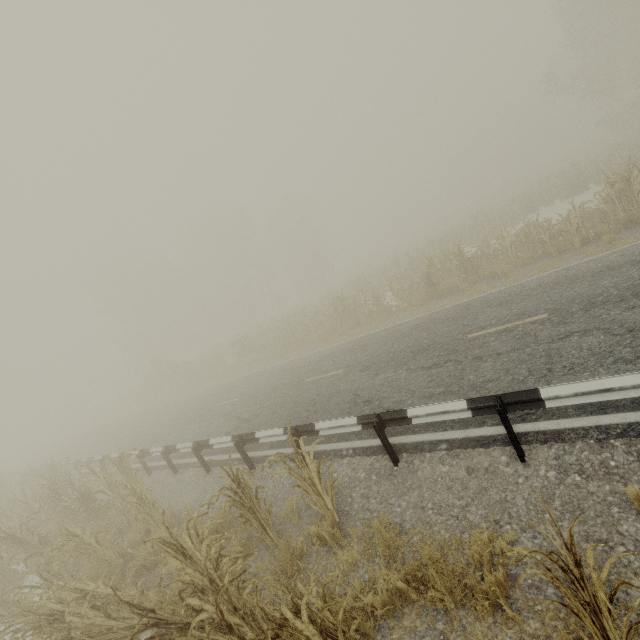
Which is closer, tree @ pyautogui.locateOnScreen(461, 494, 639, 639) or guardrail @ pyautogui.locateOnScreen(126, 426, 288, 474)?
tree @ pyautogui.locateOnScreen(461, 494, 639, 639)

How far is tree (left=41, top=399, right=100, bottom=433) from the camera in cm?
5594

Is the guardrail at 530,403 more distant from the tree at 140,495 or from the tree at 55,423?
the tree at 55,423

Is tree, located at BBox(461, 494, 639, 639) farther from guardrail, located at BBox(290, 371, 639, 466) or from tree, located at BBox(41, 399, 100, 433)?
tree, located at BBox(41, 399, 100, 433)

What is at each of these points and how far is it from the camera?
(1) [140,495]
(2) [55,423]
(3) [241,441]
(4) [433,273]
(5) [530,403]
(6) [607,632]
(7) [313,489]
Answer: (1) tree, 7.2 meters
(2) tree, 59.5 meters
(3) guardrail, 8.0 meters
(4) tree, 14.7 meters
(5) guardrail, 4.4 meters
(6) tree, 2.3 meters
(7) tree, 5.0 meters

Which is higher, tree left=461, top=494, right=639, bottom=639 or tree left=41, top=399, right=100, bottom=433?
tree left=41, top=399, right=100, bottom=433

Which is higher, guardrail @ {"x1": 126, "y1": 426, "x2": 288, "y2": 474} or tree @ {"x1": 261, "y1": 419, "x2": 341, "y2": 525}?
guardrail @ {"x1": 126, "y1": 426, "x2": 288, "y2": 474}
